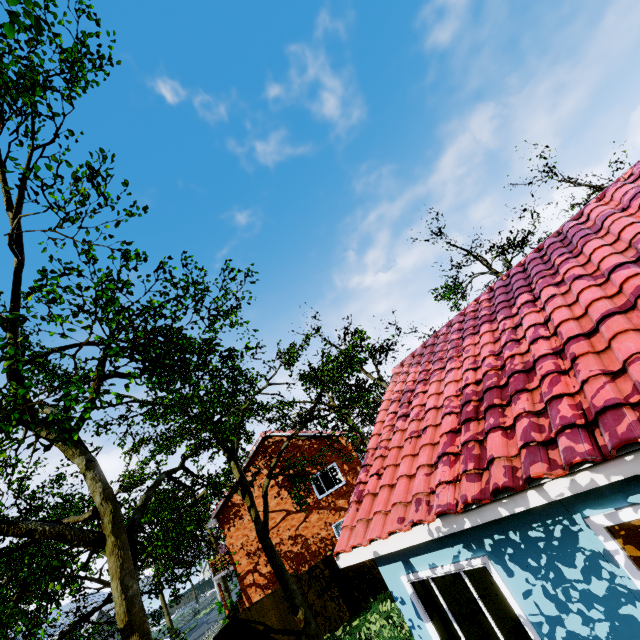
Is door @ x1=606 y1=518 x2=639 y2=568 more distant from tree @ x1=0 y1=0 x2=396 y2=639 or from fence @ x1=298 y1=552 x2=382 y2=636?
tree @ x1=0 y1=0 x2=396 y2=639

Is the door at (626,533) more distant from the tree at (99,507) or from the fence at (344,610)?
the tree at (99,507)

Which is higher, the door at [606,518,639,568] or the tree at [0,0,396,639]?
the tree at [0,0,396,639]

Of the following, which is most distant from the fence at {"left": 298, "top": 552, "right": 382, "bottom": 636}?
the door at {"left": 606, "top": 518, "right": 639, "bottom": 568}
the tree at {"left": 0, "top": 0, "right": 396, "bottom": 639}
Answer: the door at {"left": 606, "top": 518, "right": 639, "bottom": 568}

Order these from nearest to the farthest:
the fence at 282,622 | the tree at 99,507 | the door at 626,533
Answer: the door at 626,533, the tree at 99,507, the fence at 282,622

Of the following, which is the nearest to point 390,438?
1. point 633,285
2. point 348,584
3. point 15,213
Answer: point 633,285
